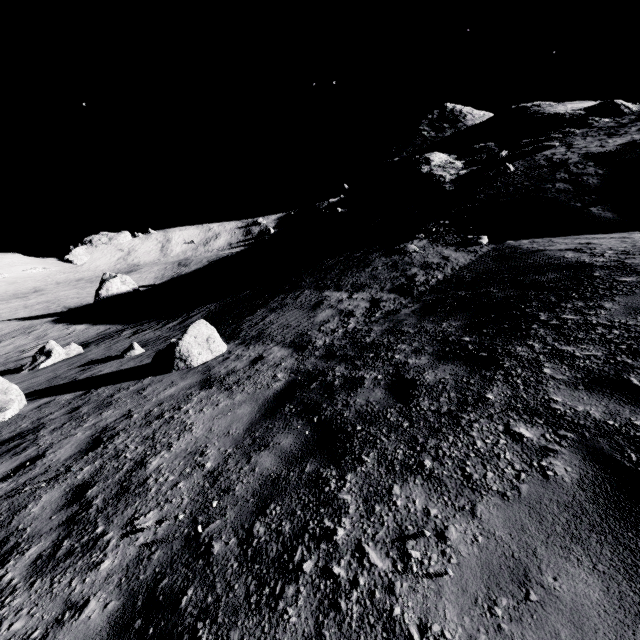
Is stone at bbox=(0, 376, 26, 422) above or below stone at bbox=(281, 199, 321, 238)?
below

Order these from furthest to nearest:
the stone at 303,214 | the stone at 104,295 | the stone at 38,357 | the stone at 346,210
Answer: the stone at 303,214 < the stone at 104,295 < the stone at 346,210 < the stone at 38,357

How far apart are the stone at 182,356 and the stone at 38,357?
10.04m

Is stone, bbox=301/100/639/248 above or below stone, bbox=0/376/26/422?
above

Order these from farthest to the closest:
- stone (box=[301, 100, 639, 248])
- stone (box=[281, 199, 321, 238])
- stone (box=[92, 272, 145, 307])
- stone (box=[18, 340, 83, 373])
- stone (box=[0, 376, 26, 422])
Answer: stone (box=[281, 199, 321, 238]), stone (box=[92, 272, 145, 307]), stone (box=[301, 100, 639, 248]), stone (box=[18, 340, 83, 373]), stone (box=[0, 376, 26, 422])

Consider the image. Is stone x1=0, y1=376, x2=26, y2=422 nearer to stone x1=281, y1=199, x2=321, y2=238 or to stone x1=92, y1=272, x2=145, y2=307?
stone x1=92, y1=272, x2=145, y2=307

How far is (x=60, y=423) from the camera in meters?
6.4

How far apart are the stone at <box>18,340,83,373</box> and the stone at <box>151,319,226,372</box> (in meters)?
10.04
